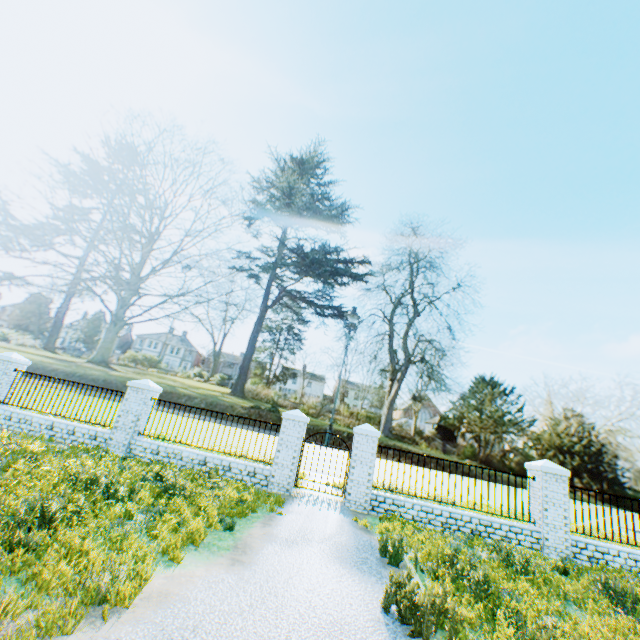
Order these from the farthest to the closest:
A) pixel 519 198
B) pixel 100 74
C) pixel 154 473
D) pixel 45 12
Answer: pixel 519 198
pixel 100 74
pixel 45 12
pixel 154 473

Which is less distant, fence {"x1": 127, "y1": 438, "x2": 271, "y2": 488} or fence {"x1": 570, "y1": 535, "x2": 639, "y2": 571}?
fence {"x1": 570, "y1": 535, "x2": 639, "y2": 571}

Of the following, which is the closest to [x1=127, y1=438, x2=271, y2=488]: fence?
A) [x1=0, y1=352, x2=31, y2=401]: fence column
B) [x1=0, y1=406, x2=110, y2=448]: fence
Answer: [x1=0, y1=406, x2=110, y2=448]: fence

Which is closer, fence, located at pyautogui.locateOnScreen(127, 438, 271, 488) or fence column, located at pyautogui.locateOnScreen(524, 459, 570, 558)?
fence column, located at pyautogui.locateOnScreen(524, 459, 570, 558)

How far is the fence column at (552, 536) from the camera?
9.0 meters

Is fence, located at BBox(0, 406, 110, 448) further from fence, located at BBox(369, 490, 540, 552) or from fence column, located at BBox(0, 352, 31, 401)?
Result: fence, located at BBox(369, 490, 540, 552)

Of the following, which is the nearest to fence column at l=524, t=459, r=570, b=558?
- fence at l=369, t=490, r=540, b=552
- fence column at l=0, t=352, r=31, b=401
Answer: fence at l=369, t=490, r=540, b=552

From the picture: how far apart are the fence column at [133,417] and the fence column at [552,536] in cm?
1273
